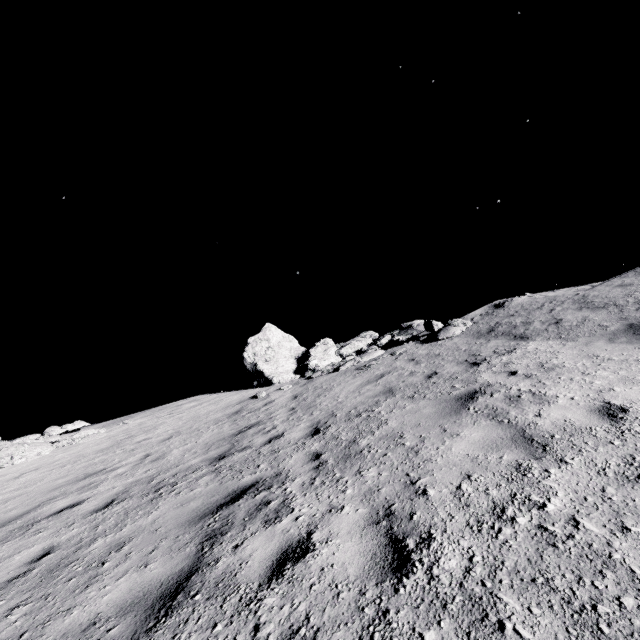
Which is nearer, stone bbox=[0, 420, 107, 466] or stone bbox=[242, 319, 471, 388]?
stone bbox=[0, 420, 107, 466]

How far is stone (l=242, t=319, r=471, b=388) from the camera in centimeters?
1285cm

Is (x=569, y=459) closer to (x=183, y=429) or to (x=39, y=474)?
(x=183, y=429)

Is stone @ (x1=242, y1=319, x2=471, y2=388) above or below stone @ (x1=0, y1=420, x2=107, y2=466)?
above

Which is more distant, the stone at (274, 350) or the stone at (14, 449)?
the stone at (274, 350)

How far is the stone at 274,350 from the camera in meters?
12.9
